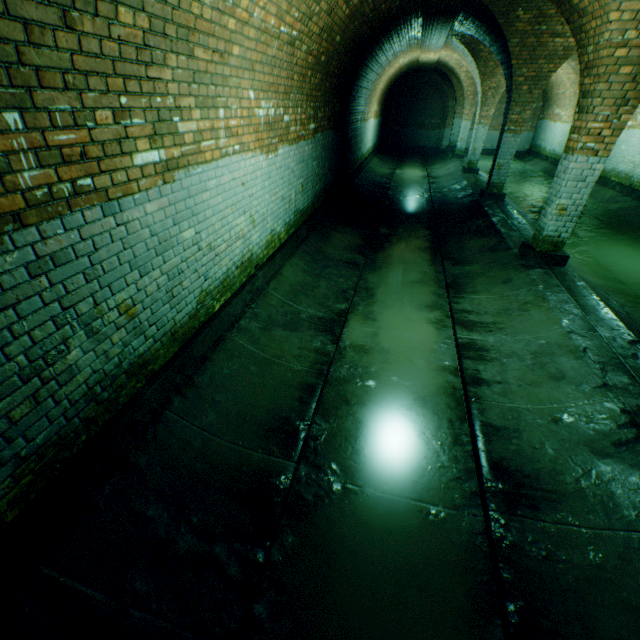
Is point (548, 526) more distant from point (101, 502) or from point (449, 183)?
point (449, 183)

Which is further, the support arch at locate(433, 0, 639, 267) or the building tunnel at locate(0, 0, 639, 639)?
the support arch at locate(433, 0, 639, 267)

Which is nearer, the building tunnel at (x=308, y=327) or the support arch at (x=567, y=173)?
the building tunnel at (x=308, y=327)
